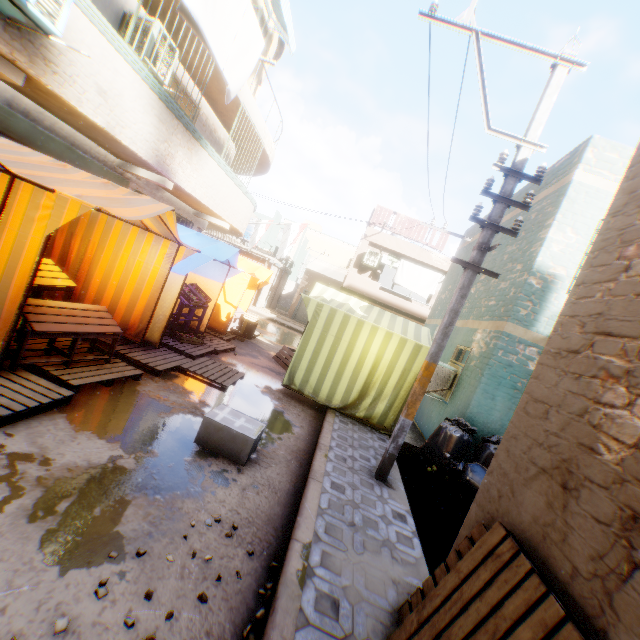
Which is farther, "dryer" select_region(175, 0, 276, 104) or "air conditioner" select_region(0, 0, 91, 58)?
"dryer" select_region(175, 0, 276, 104)

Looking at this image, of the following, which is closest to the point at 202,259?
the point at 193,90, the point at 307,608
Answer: the point at 307,608

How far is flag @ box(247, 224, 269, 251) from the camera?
17.30m

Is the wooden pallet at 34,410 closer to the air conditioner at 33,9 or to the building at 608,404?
the building at 608,404

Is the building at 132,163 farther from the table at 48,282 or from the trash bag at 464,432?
the table at 48,282

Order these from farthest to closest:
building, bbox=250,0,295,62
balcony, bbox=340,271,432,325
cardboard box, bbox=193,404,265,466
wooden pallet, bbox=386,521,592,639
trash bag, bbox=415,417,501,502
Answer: balcony, bbox=340,271,432,325, building, bbox=250,0,295,62, trash bag, bbox=415,417,501,502, cardboard box, bbox=193,404,265,466, wooden pallet, bbox=386,521,592,639

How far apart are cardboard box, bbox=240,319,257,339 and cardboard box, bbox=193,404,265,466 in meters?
3.6

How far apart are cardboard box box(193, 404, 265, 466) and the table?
1.3 meters
